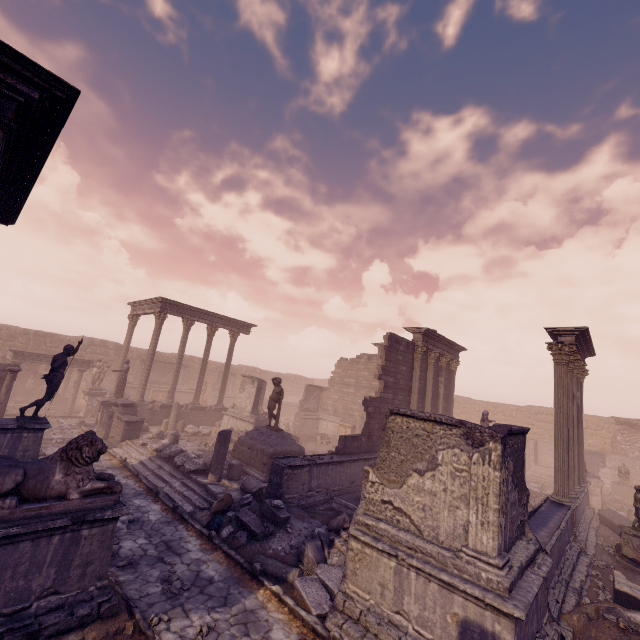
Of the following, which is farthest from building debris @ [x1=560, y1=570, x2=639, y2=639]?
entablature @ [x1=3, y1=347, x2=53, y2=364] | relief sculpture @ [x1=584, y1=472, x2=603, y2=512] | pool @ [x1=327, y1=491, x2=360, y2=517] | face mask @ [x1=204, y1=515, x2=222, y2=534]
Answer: entablature @ [x1=3, y1=347, x2=53, y2=364]

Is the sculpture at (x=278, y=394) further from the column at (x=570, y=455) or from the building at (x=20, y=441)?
the column at (x=570, y=455)

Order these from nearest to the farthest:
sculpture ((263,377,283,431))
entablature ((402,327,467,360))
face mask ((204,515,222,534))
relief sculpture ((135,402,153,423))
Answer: face mask ((204,515,222,534)) → sculpture ((263,377,283,431)) → entablature ((402,327,467,360)) → relief sculpture ((135,402,153,423))

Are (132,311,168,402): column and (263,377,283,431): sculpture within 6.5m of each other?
no

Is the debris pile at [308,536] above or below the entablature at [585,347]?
below

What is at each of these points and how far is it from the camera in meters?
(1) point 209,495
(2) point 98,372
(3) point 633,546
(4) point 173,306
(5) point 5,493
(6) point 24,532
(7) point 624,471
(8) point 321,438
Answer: (1) building debris, 10.2 m
(2) sculpture, 21.7 m
(3) column base, 10.1 m
(4) entablature, 20.7 m
(5) sculpture, 4.4 m
(6) building, 4.4 m
(7) sculpture, 19.8 m
(8) stone blocks, 23.8 m

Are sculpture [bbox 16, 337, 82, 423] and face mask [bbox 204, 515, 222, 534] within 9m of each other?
yes

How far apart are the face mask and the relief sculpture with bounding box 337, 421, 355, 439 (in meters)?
16.14
